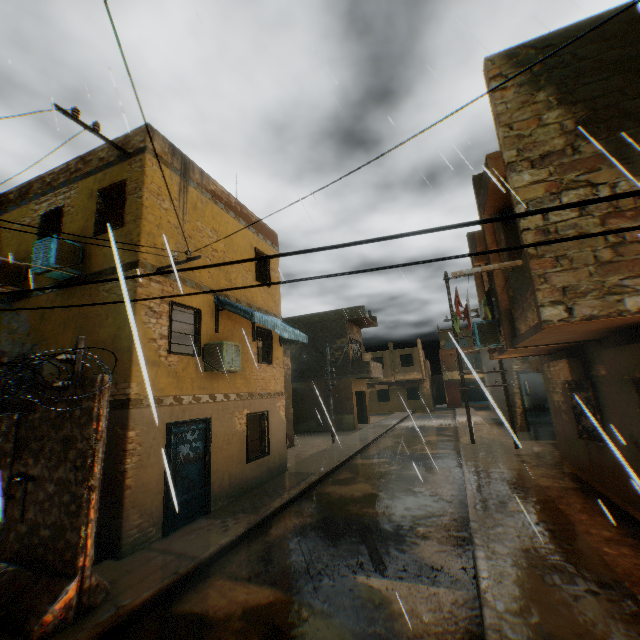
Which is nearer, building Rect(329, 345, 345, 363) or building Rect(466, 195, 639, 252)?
building Rect(466, 195, 639, 252)

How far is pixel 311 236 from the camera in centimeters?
820cm

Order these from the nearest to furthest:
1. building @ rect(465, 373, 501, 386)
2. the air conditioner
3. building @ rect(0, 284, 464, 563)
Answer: building @ rect(0, 284, 464, 563) < the air conditioner < building @ rect(465, 373, 501, 386)

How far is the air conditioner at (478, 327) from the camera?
9.9m

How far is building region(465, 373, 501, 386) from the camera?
21.3 meters

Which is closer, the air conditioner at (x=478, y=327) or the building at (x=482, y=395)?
the building at (x=482, y=395)

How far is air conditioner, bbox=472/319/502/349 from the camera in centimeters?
991cm
